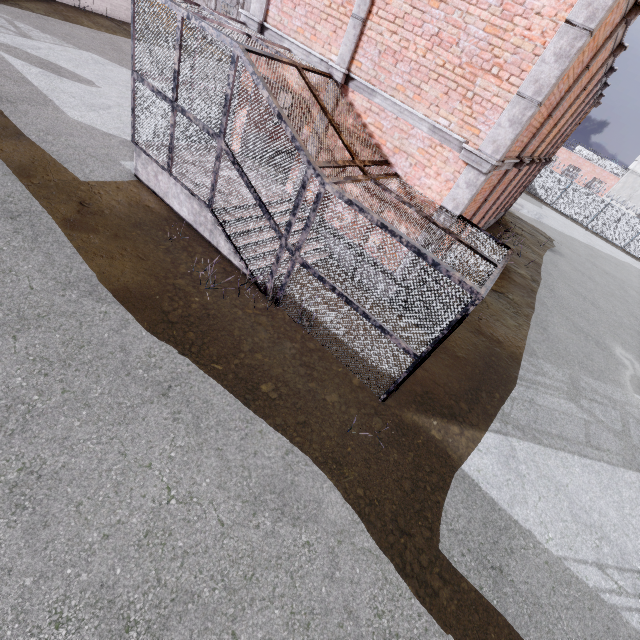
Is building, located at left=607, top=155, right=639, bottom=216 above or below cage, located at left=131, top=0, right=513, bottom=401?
above

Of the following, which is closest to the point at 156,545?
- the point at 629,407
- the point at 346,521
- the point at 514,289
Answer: the point at 346,521

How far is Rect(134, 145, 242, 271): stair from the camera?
7.4 meters

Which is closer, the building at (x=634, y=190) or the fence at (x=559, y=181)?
the fence at (x=559, y=181)

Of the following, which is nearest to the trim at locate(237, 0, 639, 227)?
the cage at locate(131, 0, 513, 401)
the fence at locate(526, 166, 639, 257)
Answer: the cage at locate(131, 0, 513, 401)

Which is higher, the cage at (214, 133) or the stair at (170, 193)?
the cage at (214, 133)

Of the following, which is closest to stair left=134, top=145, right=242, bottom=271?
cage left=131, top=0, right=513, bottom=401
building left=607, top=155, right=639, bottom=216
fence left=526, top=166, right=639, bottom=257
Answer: cage left=131, top=0, right=513, bottom=401

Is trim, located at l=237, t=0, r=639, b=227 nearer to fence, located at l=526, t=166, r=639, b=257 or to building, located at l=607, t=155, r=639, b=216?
fence, located at l=526, t=166, r=639, b=257
